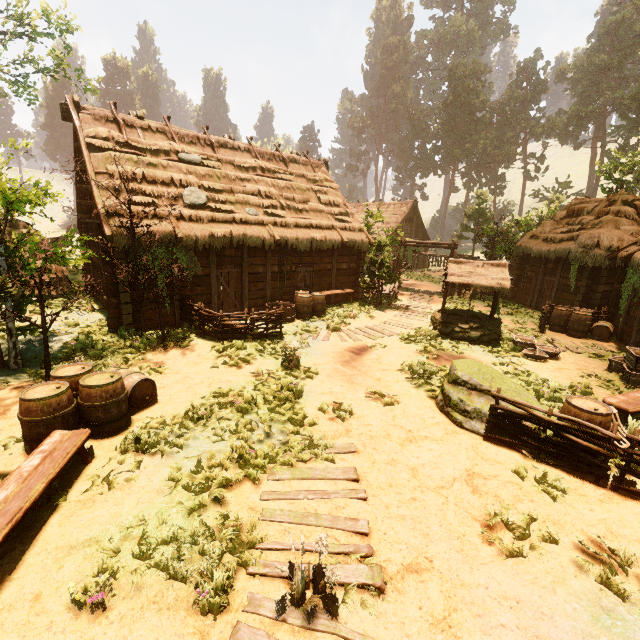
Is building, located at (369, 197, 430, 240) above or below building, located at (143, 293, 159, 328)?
above

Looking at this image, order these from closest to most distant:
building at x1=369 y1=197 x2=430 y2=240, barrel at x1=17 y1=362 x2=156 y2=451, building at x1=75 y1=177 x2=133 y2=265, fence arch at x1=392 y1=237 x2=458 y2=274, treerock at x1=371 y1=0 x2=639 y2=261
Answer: barrel at x1=17 y1=362 x2=156 y2=451
building at x1=75 y1=177 x2=133 y2=265
fence arch at x1=392 y1=237 x2=458 y2=274
building at x1=369 y1=197 x2=430 y2=240
treerock at x1=371 y1=0 x2=639 y2=261

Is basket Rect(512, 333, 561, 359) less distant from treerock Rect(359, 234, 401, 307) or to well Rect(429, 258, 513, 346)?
well Rect(429, 258, 513, 346)

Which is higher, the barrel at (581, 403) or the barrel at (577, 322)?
the barrel at (581, 403)

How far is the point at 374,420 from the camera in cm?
684

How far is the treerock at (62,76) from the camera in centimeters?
1420cm

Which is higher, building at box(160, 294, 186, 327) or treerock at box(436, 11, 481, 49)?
treerock at box(436, 11, 481, 49)

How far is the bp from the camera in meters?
15.6
